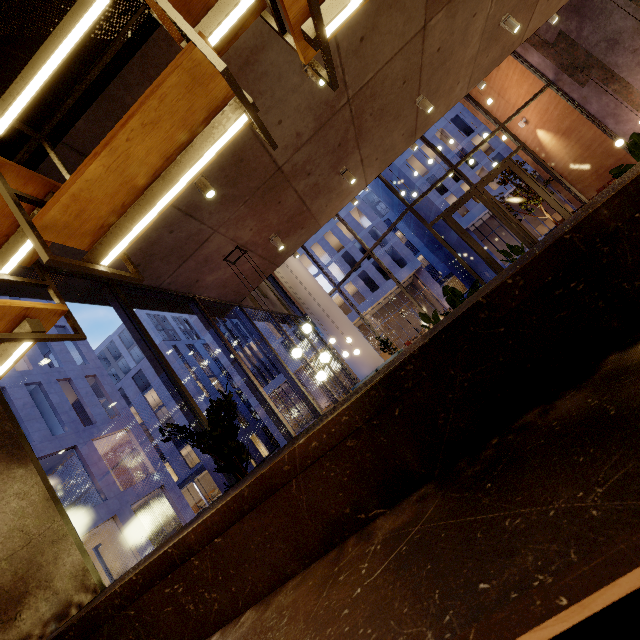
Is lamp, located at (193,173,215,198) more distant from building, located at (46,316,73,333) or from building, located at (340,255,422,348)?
building, located at (340,255,422,348)

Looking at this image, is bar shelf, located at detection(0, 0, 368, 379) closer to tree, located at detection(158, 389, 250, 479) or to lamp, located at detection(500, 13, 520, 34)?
tree, located at detection(158, 389, 250, 479)

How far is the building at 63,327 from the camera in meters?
24.6 m

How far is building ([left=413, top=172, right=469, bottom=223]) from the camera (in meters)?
34.12

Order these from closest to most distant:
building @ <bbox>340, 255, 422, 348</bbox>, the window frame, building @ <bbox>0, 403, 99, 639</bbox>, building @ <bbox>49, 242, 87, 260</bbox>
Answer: building @ <bbox>0, 403, 99, 639</bbox>, building @ <bbox>49, 242, 87, 260</bbox>, the window frame, building @ <bbox>340, 255, 422, 348</bbox>

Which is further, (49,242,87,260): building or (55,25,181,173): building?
(49,242,87,260): building

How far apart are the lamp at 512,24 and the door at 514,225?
5.4m

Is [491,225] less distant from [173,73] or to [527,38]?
[527,38]
